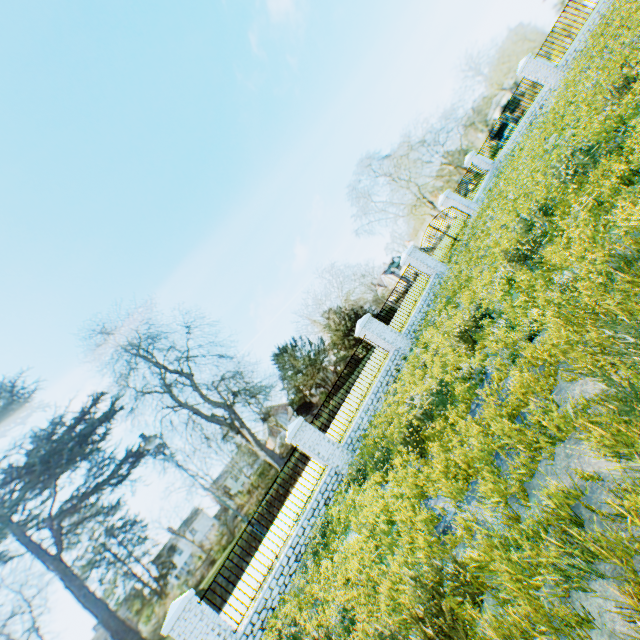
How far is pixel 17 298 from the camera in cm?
5138

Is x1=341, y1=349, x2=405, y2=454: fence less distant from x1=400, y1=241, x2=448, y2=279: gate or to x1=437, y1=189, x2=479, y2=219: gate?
x1=400, y1=241, x2=448, y2=279: gate

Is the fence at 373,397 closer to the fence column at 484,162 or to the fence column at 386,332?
the fence column at 386,332

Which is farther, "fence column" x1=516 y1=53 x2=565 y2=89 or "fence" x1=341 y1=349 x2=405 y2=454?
"fence column" x1=516 y1=53 x2=565 y2=89

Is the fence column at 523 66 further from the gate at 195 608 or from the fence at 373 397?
the gate at 195 608

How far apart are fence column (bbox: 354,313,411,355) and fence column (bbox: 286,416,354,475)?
4.54m

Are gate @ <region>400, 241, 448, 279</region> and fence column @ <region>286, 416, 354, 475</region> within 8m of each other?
no

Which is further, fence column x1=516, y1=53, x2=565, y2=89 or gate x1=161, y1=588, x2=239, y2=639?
fence column x1=516, y1=53, x2=565, y2=89
